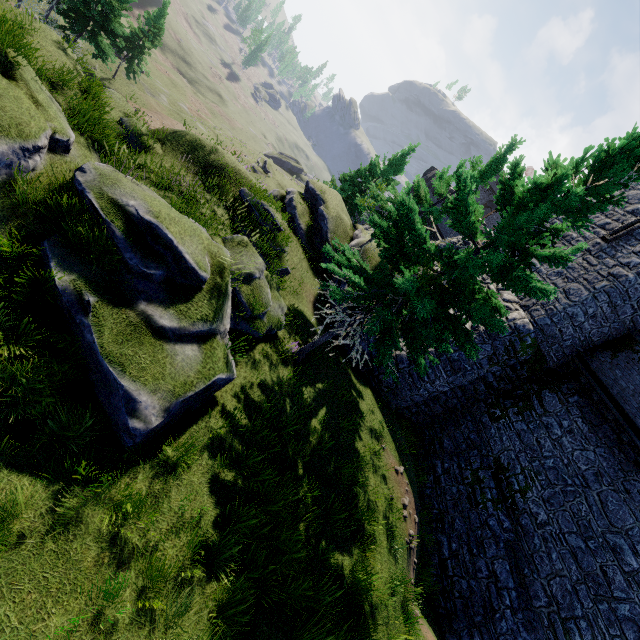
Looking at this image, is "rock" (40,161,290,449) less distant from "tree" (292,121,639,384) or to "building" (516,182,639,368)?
"tree" (292,121,639,384)

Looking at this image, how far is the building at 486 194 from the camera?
58.6m

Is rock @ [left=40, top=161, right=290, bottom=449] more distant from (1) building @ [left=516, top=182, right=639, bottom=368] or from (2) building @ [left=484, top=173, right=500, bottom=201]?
(2) building @ [left=484, top=173, right=500, bottom=201]

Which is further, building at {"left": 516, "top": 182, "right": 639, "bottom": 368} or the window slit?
the window slit

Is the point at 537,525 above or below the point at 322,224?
above

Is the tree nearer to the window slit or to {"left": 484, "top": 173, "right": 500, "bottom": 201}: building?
the window slit

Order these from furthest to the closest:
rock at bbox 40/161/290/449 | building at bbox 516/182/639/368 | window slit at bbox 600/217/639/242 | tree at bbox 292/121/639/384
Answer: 1. window slit at bbox 600/217/639/242
2. building at bbox 516/182/639/368
3. tree at bbox 292/121/639/384
4. rock at bbox 40/161/290/449

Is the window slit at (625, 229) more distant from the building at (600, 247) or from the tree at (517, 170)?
the tree at (517, 170)
